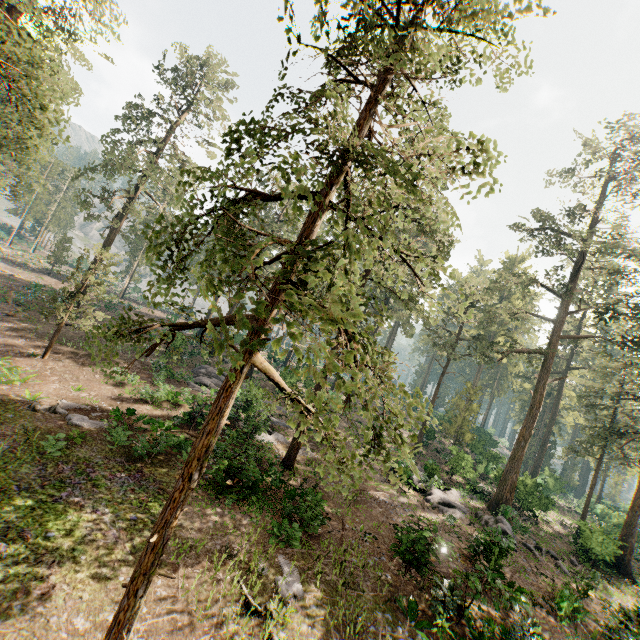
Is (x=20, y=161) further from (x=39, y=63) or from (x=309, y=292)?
(x=309, y=292)

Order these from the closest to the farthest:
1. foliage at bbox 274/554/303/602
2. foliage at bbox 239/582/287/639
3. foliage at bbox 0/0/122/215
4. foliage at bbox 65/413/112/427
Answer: foliage at bbox 239/582/287/639 < foliage at bbox 274/554/303/602 < foliage at bbox 0/0/122/215 < foliage at bbox 65/413/112/427

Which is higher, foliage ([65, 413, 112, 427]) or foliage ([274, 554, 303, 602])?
foliage ([65, 413, 112, 427])

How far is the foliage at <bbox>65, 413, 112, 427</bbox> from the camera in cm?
1554

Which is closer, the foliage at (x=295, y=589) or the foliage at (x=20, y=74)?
the foliage at (x=295, y=589)

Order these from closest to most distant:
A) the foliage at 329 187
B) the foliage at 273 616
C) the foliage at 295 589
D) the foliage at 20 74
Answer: the foliage at 329 187 < the foliage at 273 616 < the foliage at 295 589 < the foliage at 20 74
